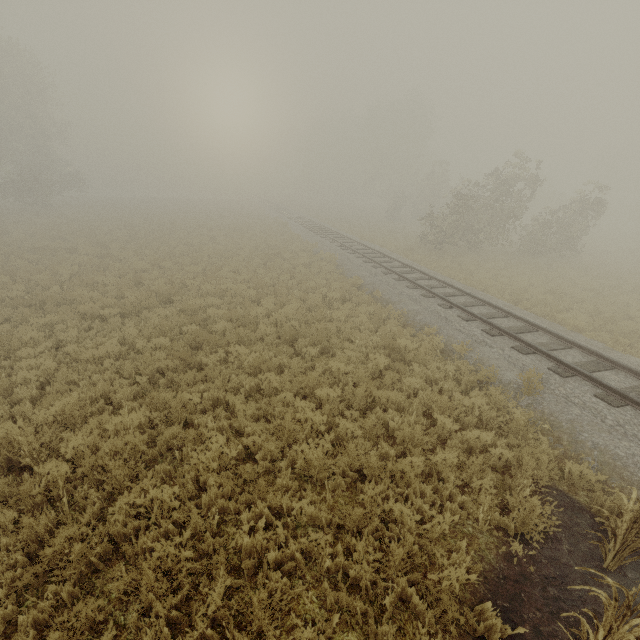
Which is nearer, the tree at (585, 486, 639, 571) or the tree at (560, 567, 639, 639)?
the tree at (560, 567, 639, 639)

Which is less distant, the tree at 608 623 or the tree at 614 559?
the tree at 608 623

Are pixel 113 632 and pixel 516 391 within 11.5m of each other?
yes
